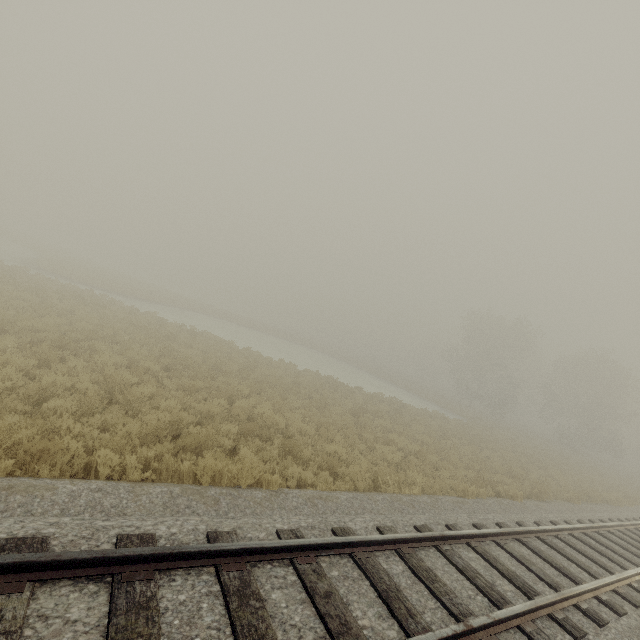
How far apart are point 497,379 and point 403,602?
44.6m
